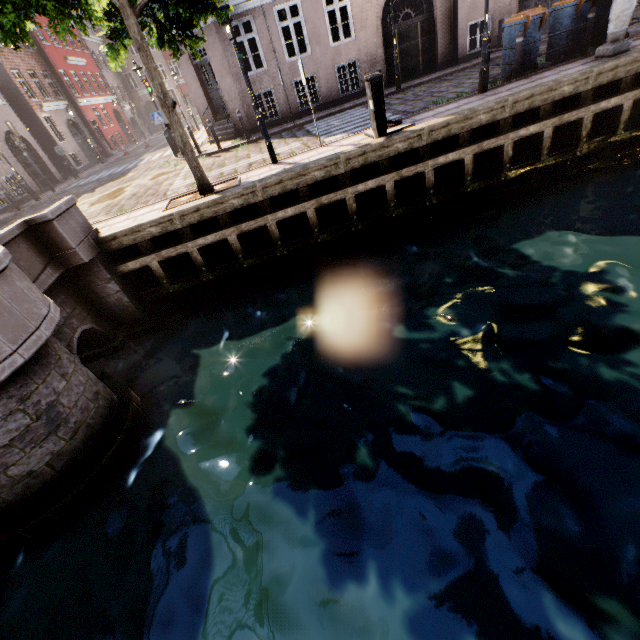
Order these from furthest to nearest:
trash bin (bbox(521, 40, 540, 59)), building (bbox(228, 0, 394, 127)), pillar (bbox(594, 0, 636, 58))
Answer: building (bbox(228, 0, 394, 127)), trash bin (bbox(521, 40, 540, 59)), pillar (bbox(594, 0, 636, 58))

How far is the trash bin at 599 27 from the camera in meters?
9.0

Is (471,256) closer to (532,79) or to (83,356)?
(532,79)

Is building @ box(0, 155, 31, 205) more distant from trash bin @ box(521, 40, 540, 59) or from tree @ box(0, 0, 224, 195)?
trash bin @ box(521, 40, 540, 59)

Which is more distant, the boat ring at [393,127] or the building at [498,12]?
the building at [498,12]

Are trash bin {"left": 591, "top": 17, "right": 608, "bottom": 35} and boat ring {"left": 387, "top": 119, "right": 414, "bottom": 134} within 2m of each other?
no

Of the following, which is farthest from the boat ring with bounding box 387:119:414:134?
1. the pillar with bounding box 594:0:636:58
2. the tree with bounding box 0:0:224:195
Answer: the pillar with bounding box 594:0:636:58

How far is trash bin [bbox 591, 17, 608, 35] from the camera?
9.0 meters
